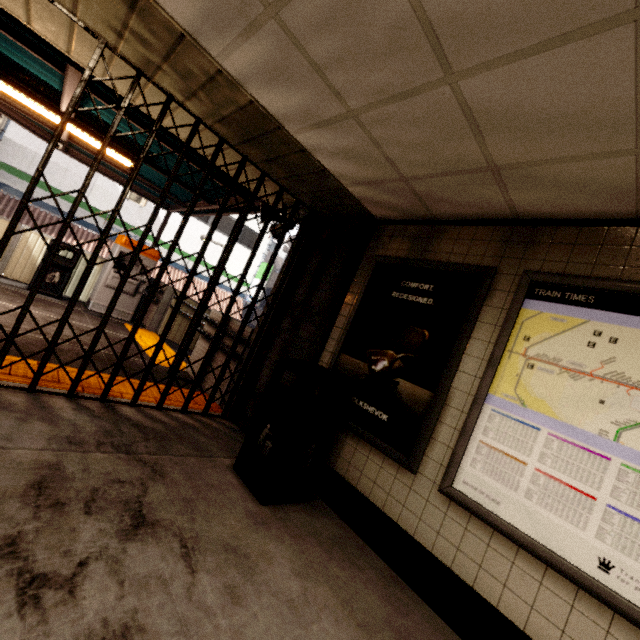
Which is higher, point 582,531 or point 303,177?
point 303,177

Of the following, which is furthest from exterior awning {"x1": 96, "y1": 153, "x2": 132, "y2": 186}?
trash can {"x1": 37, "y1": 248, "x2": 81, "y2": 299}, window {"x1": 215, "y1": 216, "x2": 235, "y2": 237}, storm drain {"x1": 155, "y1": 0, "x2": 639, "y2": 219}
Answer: window {"x1": 215, "y1": 216, "x2": 235, "y2": 237}

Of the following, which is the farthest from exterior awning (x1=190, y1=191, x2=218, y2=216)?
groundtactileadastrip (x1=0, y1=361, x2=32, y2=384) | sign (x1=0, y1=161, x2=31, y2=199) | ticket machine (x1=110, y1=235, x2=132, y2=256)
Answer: sign (x1=0, y1=161, x2=31, y2=199)

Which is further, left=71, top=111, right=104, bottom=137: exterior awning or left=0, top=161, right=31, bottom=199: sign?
left=0, top=161, right=31, bottom=199: sign

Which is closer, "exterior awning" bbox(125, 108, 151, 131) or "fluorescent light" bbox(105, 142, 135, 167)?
"exterior awning" bbox(125, 108, 151, 131)

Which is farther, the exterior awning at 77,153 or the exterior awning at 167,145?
the exterior awning at 77,153

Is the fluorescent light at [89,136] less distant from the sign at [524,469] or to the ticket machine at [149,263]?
the ticket machine at [149,263]

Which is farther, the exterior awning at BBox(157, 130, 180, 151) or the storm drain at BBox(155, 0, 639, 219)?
the exterior awning at BBox(157, 130, 180, 151)
